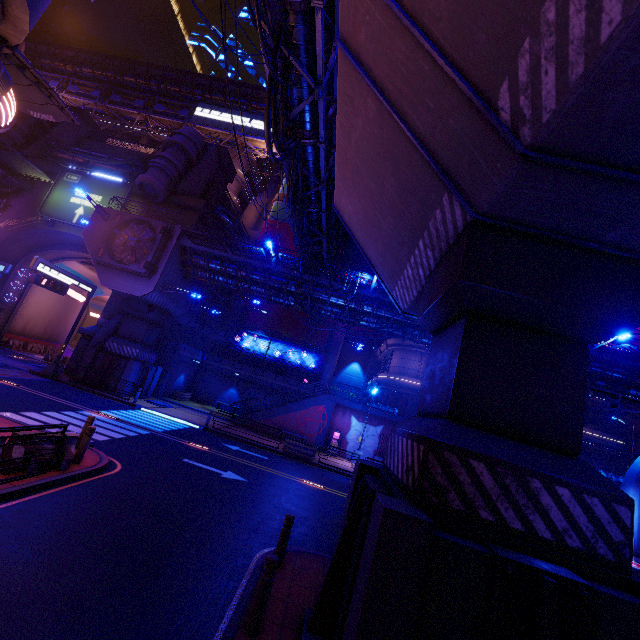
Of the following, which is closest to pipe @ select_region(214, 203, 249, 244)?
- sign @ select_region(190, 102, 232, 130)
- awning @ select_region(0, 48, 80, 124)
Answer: sign @ select_region(190, 102, 232, 130)

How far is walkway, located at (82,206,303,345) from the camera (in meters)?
23.77

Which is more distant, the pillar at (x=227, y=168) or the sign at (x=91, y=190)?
the pillar at (x=227, y=168)

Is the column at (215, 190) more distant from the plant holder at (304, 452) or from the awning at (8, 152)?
the plant holder at (304, 452)

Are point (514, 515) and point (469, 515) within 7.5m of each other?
yes

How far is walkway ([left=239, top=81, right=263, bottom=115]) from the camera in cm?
5047

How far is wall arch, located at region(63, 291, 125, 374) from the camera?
26.8m

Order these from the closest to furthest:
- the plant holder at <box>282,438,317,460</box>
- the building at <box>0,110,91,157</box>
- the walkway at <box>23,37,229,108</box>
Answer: the plant holder at <box>282,438,317,460</box>
the building at <box>0,110,91,157</box>
the walkway at <box>23,37,229,108</box>
